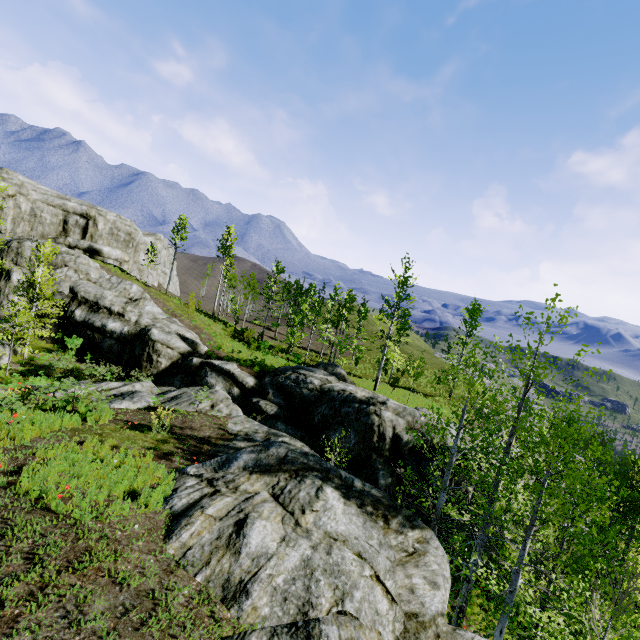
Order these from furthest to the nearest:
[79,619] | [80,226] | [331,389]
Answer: [80,226], [331,389], [79,619]
